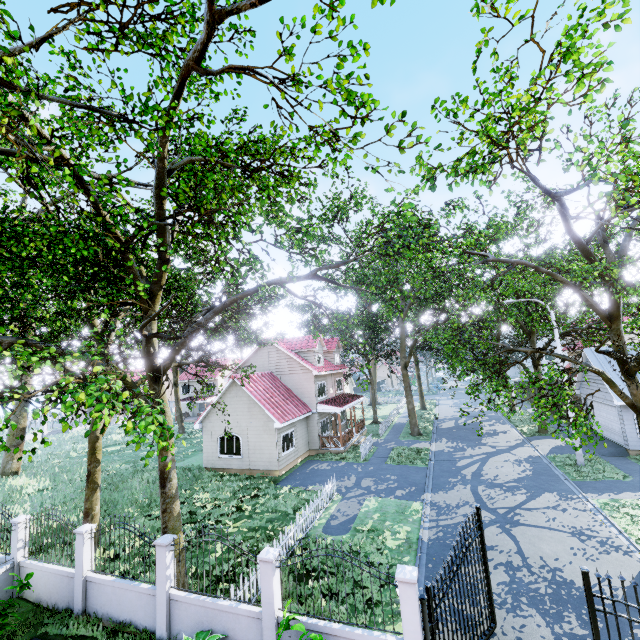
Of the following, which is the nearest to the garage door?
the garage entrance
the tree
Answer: the garage entrance

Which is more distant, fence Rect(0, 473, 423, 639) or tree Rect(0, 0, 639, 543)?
fence Rect(0, 473, 423, 639)

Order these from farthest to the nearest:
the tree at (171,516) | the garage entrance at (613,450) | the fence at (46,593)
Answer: the garage entrance at (613,450) → the fence at (46,593) → the tree at (171,516)

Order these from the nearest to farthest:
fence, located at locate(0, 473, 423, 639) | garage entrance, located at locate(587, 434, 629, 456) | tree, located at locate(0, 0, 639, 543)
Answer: tree, located at locate(0, 0, 639, 543) < fence, located at locate(0, 473, 423, 639) < garage entrance, located at locate(587, 434, 629, 456)

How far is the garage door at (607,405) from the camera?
19.8 meters

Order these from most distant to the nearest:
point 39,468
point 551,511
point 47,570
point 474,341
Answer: point 39,468 → point 474,341 → point 551,511 → point 47,570

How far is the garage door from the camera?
19.78m

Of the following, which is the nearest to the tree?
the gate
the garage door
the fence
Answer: the fence
